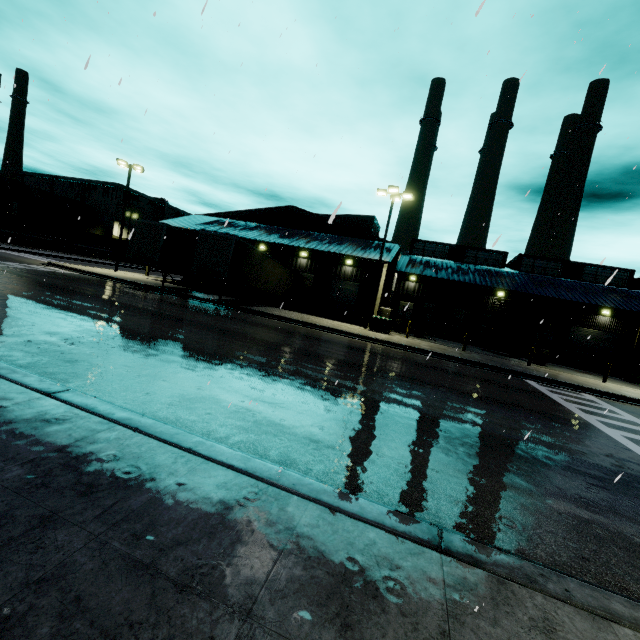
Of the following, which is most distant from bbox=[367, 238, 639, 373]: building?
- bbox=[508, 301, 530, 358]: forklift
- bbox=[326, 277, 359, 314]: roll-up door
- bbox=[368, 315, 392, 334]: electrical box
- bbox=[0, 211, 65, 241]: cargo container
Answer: bbox=[368, 315, 392, 334]: electrical box

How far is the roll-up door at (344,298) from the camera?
33.0 meters

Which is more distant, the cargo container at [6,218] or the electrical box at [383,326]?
the cargo container at [6,218]

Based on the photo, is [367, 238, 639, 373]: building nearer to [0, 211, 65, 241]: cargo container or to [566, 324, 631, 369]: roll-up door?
[566, 324, 631, 369]: roll-up door

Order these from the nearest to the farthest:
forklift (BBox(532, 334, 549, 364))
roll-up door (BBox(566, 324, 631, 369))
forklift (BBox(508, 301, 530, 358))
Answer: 1. forklift (BBox(532, 334, 549, 364))
2. forklift (BBox(508, 301, 530, 358))
3. roll-up door (BBox(566, 324, 631, 369))

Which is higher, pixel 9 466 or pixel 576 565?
pixel 9 466

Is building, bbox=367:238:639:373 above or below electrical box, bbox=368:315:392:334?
above

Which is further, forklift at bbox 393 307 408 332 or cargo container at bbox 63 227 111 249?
cargo container at bbox 63 227 111 249
